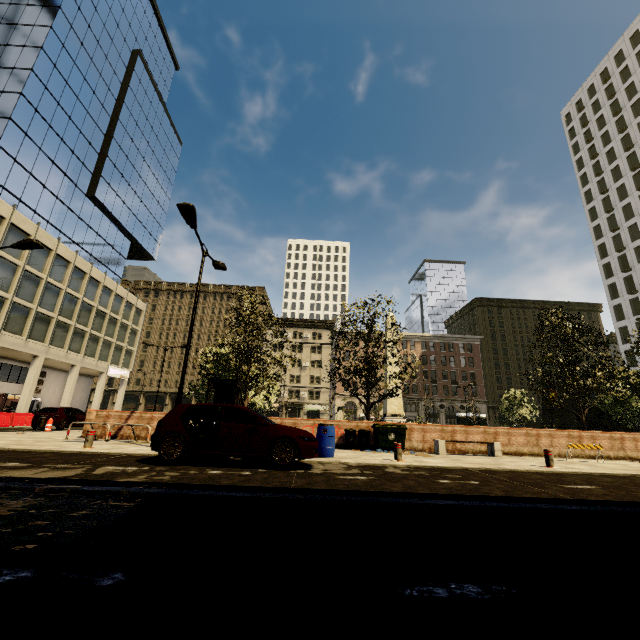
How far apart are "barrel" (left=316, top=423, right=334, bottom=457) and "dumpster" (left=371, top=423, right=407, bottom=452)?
3.7m

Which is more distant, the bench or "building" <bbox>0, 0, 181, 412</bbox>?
"building" <bbox>0, 0, 181, 412</bbox>

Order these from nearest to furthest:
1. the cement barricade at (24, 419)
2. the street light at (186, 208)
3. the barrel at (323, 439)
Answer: the barrel at (323, 439) < the street light at (186, 208) < the cement barricade at (24, 419)

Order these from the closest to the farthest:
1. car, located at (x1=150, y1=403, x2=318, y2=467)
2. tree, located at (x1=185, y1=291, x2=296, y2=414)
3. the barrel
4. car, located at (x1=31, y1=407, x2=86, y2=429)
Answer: car, located at (x1=150, y1=403, x2=318, y2=467) < the barrel < tree, located at (x1=185, y1=291, x2=296, y2=414) < car, located at (x1=31, y1=407, x2=86, y2=429)

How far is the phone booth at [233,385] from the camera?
13.9m

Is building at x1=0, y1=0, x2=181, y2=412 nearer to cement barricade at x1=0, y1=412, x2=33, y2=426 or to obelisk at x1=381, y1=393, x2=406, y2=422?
cement barricade at x1=0, y1=412, x2=33, y2=426

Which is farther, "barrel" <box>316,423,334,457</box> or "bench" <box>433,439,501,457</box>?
"bench" <box>433,439,501,457</box>

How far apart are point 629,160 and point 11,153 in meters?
85.6 m
